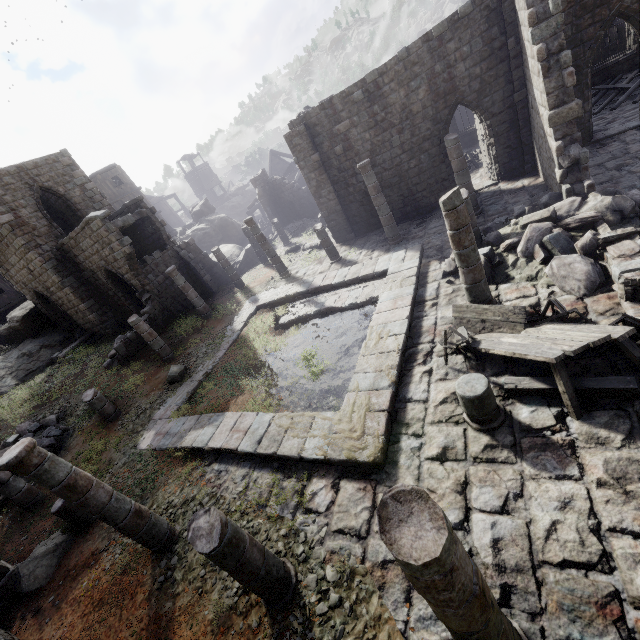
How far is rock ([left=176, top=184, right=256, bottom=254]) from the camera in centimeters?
3244cm

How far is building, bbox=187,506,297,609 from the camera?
4.59m

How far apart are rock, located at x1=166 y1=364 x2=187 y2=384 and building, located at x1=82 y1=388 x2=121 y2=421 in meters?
2.1 m

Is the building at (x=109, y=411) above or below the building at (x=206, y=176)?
below

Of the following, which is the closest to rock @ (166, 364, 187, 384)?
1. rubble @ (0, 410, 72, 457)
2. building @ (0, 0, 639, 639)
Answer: building @ (0, 0, 639, 639)

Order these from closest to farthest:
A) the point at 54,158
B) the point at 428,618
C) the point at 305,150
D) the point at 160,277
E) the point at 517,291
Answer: the point at 428,618 → the point at 517,291 → the point at 305,150 → the point at 160,277 → the point at 54,158

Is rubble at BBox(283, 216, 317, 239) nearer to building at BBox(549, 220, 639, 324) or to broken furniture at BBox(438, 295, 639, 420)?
building at BBox(549, 220, 639, 324)

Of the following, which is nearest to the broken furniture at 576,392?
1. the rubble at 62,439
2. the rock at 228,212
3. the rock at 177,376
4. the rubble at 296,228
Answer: the rock at 177,376
